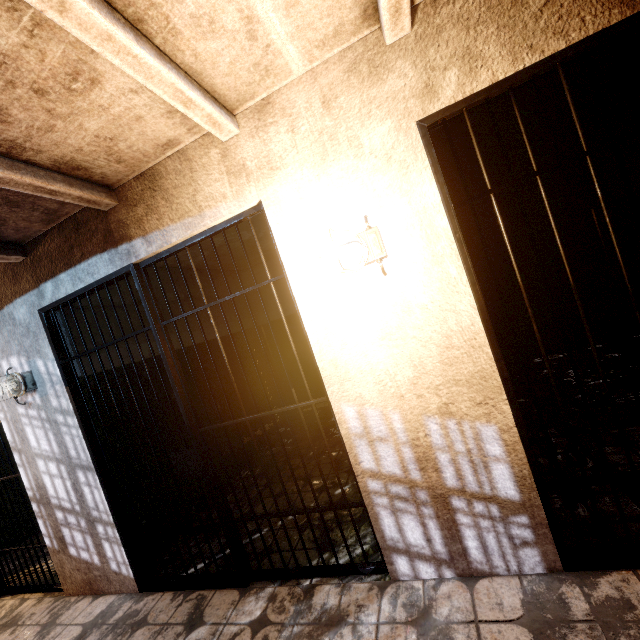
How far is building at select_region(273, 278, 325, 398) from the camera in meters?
5.8

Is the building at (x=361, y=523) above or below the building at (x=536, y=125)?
below

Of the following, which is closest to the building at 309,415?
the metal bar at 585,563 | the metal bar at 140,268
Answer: the metal bar at 140,268

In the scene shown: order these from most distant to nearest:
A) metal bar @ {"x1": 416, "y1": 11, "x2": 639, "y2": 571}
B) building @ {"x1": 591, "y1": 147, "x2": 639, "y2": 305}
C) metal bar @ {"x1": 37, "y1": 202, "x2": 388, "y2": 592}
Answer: building @ {"x1": 591, "y1": 147, "x2": 639, "y2": 305}, metal bar @ {"x1": 37, "y1": 202, "x2": 388, "y2": 592}, metal bar @ {"x1": 416, "y1": 11, "x2": 639, "y2": 571}

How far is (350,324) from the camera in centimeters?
181cm

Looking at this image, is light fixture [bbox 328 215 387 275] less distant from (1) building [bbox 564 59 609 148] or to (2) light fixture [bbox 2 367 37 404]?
(1) building [bbox 564 59 609 148]

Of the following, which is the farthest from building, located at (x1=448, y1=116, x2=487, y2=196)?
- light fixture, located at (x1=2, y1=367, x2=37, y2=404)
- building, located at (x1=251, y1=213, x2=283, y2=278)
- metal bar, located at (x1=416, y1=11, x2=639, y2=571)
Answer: light fixture, located at (x1=2, y1=367, x2=37, y2=404)
